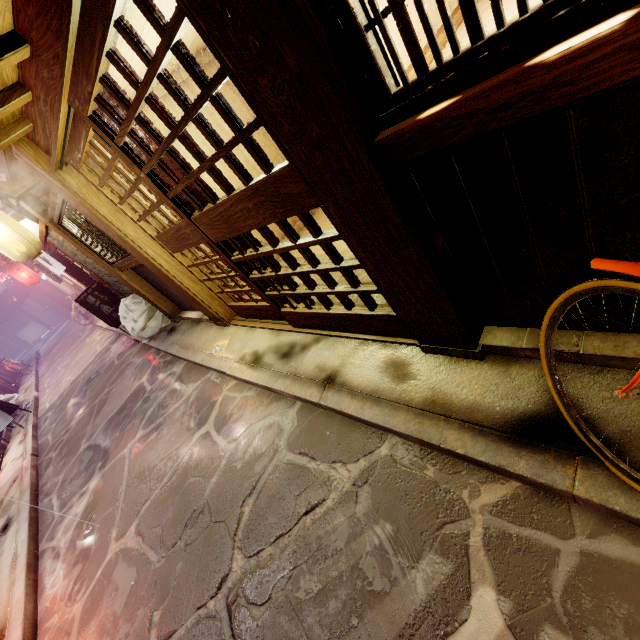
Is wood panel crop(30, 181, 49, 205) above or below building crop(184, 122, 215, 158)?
above

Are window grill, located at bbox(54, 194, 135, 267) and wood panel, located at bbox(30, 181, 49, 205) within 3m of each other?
yes

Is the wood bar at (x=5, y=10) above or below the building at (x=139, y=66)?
above

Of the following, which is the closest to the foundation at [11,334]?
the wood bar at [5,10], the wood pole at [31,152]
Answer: the wood bar at [5,10]

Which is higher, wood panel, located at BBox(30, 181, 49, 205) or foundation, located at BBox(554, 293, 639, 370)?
wood panel, located at BBox(30, 181, 49, 205)

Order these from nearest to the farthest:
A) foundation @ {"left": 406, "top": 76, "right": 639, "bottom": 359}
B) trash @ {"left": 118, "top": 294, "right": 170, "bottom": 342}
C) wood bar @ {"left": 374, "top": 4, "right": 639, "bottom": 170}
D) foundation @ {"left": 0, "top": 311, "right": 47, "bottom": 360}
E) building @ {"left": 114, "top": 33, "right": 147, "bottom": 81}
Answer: wood bar @ {"left": 374, "top": 4, "right": 639, "bottom": 170} → foundation @ {"left": 406, "top": 76, "right": 639, "bottom": 359} → building @ {"left": 114, "top": 33, "right": 147, "bottom": 81} → trash @ {"left": 118, "top": 294, "right": 170, "bottom": 342} → foundation @ {"left": 0, "top": 311, "right": 47, "bottom": 360}

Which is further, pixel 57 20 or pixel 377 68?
pixel 57 20

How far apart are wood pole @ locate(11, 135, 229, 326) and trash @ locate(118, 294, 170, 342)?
4.4 meters
